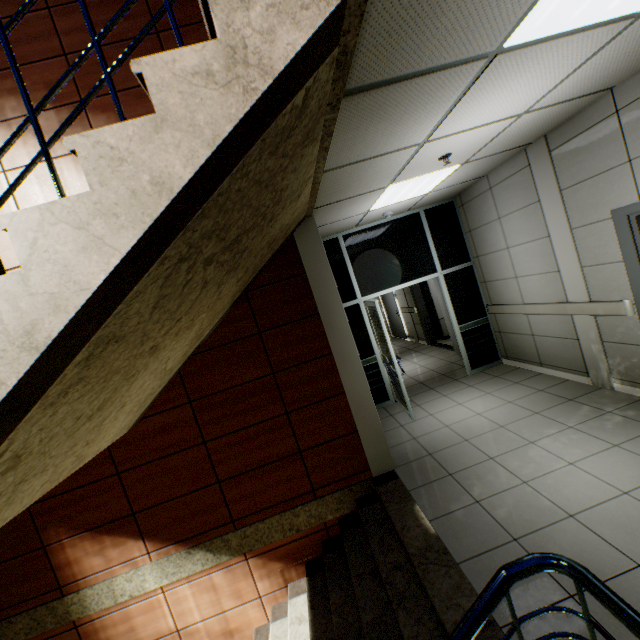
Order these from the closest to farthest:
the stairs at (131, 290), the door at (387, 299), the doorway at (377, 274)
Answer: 1. the stairs at (131, 290)
2. the doorway at (377, 274)
3. the door at (387, 299)

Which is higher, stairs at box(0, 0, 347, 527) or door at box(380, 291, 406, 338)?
stairs at box(0, 0, 347, 527)

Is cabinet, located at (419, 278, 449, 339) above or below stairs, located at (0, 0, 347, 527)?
below

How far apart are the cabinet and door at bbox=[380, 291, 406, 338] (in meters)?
1.43

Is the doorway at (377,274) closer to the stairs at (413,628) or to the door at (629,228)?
the stairs at (413,628)

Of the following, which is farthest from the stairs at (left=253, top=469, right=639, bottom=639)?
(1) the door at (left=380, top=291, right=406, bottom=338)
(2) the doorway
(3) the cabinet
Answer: (1) the door at (left=380, top=291, right=406, bottom=338)

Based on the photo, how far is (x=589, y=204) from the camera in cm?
364

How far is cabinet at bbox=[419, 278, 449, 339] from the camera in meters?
9.3 m
